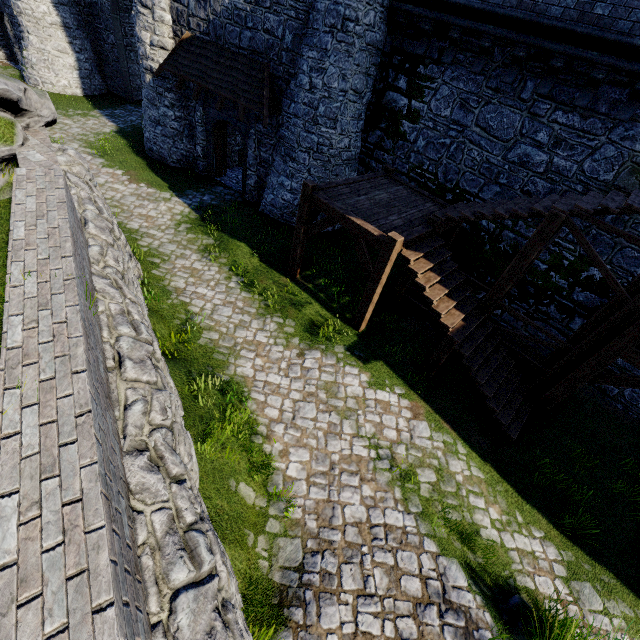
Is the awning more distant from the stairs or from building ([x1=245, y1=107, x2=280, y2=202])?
the stairs

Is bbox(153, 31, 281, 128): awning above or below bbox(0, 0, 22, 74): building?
above

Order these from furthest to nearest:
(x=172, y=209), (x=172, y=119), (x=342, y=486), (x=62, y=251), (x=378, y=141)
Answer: (x=172, y=119)
(x=172, y=209)
(x=378, y=141)
(x=342, y=486)
(x=62, y=251)

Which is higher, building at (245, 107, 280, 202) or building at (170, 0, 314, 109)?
building at (170, 0, 314, 109)

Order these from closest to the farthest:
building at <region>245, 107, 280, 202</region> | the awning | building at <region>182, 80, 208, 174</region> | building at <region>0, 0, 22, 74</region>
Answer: the awning
building at <region>245, 107, 280, 202</region>
building at <region>182, 80, 208, 174</region>
building at <region>0, 0, 22, 74</region>

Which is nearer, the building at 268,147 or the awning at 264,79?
the awning at 264,79

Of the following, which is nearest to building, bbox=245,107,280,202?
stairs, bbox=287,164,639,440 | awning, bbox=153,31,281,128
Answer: awning, bbox=153,31,281,128

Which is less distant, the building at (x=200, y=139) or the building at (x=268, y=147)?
the building at (x=268, y=147)
